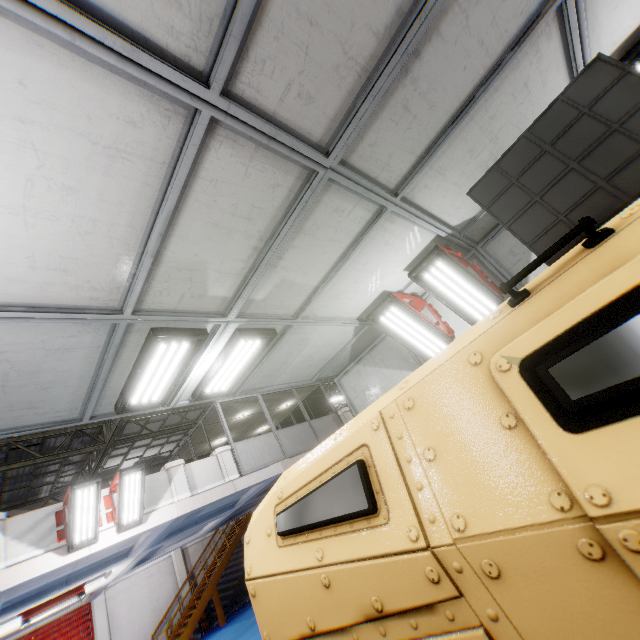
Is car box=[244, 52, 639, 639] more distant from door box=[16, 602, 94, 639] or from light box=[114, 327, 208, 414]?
door box=[16, 602, 94, 639]

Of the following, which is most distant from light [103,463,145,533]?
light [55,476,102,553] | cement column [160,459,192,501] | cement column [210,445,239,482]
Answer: cement column [210,445,239,482]

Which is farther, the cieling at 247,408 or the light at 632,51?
A: the cieling at 247,408

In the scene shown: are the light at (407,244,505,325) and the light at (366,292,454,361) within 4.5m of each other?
yes

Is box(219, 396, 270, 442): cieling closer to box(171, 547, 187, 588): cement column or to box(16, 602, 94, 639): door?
box(171, 547, 187, 588): cement column

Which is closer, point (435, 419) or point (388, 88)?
point (435, 419)

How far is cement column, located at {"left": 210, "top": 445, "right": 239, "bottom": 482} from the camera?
10.8 meters

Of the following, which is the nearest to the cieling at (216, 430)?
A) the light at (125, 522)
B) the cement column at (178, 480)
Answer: the cement column at (178, 480)
